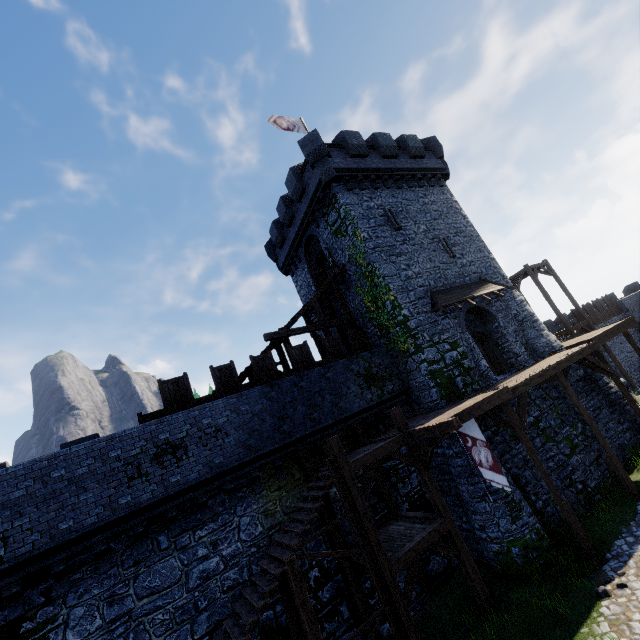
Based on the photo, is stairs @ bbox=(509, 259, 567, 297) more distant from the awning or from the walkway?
the awning

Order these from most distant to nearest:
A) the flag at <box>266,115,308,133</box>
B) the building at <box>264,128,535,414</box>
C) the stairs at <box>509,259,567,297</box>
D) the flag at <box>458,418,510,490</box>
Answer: the stairs at <box>509,259,567,297</box>, the flag at <box>266,115,308,133</box>, the building at <box>264,128,535,414</box>, the flag at <box>458,418,510,490</box>

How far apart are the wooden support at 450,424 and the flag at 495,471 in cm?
76

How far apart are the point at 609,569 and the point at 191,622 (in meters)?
13.14

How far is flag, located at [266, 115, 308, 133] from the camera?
21.0m

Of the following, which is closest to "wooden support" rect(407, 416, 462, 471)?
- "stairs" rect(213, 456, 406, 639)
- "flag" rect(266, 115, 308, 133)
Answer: "stairs" rect(213, 456, 406, 639)

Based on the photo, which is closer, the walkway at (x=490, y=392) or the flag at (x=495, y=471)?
the walkway at (x=490, y=392)

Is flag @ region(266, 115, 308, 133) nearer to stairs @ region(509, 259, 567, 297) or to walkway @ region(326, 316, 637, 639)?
stairs @ region(509, 259, 567, 297)
